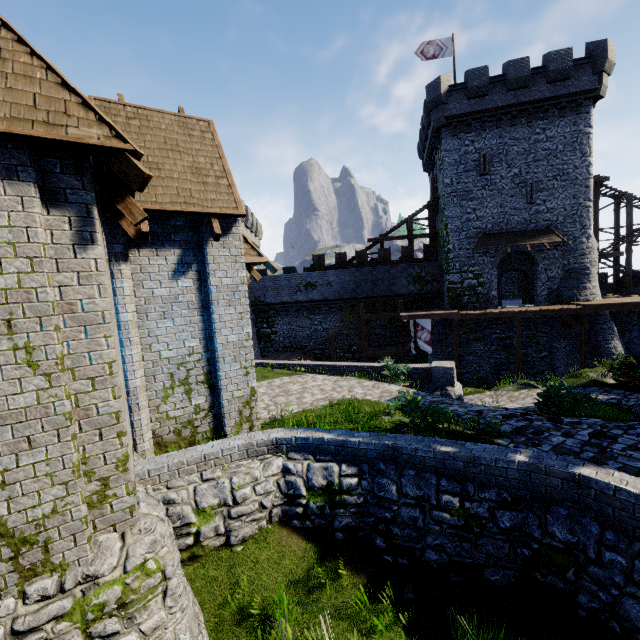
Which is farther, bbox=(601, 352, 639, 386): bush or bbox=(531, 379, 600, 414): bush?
bbox=(601, 352, 639, 386): bush

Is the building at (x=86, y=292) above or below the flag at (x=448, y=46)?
below

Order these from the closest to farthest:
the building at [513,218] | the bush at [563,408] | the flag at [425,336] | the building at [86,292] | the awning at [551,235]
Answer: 1. the building at [86,292]
2. the bush at [563,408]
3. the building at [513,218]
4. the awning at [551,235]
5. the flag at [425,336]

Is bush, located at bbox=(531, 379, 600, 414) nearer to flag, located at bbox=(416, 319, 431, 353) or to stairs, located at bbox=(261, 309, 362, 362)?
flag, located at bbox=(416, 319, 431, 353)

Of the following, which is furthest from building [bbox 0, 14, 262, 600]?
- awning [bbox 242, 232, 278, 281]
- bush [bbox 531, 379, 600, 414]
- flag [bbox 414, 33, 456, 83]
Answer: flag [bbox 414, 33, 456, 83]

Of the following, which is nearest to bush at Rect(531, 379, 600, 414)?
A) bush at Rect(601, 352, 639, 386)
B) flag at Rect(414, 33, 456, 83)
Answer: bush at Rect(601, 352, 639, 386)

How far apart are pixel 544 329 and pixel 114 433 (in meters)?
27.36

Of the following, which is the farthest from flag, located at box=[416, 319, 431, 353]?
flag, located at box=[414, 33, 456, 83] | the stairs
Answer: flag, located at box=[414, 33, 456, 83]
